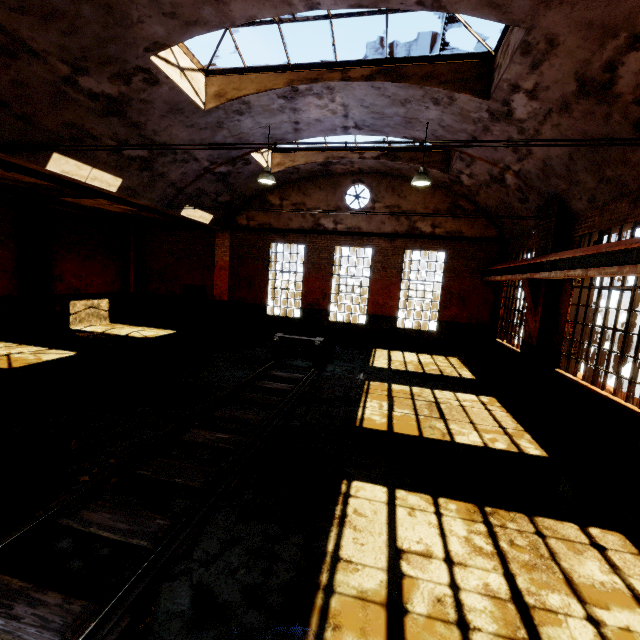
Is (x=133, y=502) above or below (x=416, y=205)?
below

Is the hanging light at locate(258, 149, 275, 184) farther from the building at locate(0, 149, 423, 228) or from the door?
the door

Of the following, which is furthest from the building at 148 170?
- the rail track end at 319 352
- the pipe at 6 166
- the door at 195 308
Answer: the rail track end at 319 352

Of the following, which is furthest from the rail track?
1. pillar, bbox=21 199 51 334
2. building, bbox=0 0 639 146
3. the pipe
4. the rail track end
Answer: pillar, bbox=21 199 51 334

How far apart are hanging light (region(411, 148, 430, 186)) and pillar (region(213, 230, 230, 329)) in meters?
9.6

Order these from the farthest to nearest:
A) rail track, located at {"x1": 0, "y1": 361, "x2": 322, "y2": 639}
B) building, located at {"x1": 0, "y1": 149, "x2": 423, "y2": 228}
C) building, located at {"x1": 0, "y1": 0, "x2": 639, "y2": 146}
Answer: building, located at {"x1": 0, "y1": 149, "x2": 423, "y2": 228}
building, located at {"x1": 0, "y1": 0, "x2": 639, "y2": 146}
rail track, located at {"x1": 0, "y1": 361, "x2": 322, "y2": 639}

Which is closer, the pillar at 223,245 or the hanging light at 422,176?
the hanging light at 422,176

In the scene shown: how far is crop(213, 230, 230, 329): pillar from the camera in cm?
1595
